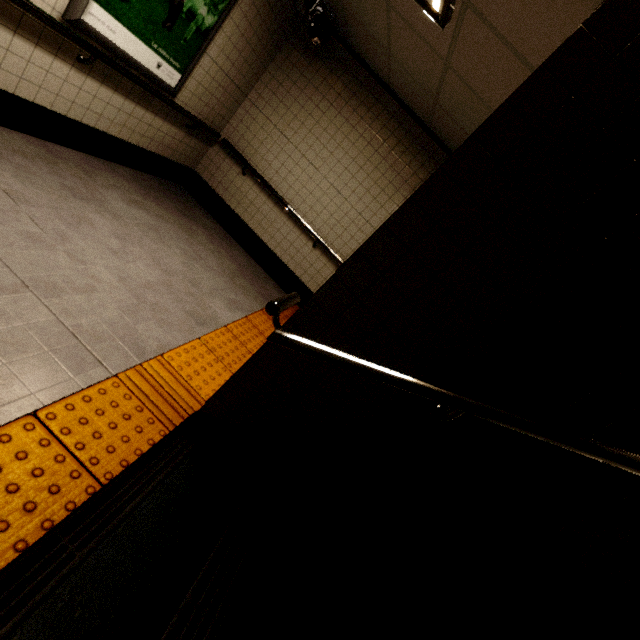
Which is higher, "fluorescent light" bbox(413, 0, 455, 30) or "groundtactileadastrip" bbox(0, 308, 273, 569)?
"fluorescent light" bbox(413, 0, 455, 30)

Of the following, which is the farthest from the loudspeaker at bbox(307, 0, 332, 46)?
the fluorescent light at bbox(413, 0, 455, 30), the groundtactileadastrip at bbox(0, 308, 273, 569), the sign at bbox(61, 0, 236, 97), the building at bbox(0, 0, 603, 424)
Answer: the groundtactileadastrip at bbox(0, 308, 273, 569)

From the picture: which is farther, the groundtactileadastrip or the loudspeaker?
the loudspeaker

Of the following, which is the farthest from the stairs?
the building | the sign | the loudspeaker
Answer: the loudspeaker

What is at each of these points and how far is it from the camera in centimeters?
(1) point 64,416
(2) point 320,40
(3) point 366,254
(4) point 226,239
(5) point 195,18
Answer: (1) groundtactileadastrip, 152cm
(2) loudspeaker, 384cm
(3) stairs, 133cm
(4) building, 488cm
(5) sign, 315cm

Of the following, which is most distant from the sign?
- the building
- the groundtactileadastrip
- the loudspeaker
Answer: the groundtactileadastrip

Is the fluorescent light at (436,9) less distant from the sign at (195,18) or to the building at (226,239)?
the building at (226,239)

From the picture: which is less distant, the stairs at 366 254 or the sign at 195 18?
the stairs at 366 254
